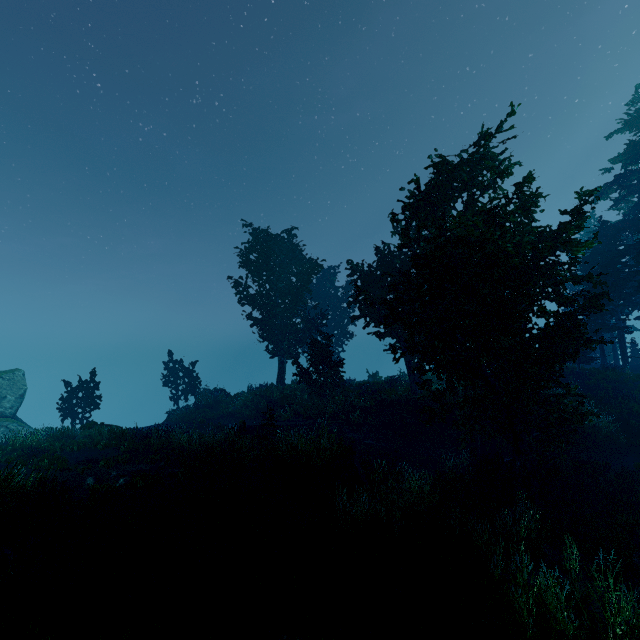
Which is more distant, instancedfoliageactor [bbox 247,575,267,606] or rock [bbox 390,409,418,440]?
rock [bbox 390,409,418,440]

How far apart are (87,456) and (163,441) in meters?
3.4 m

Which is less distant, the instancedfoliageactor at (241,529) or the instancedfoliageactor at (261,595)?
the instancedfoliageactor at (261,595)

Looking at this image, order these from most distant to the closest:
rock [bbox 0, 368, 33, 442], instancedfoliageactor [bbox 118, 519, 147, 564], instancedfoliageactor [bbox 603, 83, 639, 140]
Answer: instancedfoliageactor [bbox 603, 83, 639, 140]
rock [bbox 0, 368, 33, 442]
instancedfoliageactor [bbox 118, 519, 147, 564]

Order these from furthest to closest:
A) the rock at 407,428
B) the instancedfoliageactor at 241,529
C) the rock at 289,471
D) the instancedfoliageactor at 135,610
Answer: the rock at 407,428 → the rock at 289,471 → the instancedfoliageactor at 241,529 → the instancedfoliageactor at 135,610

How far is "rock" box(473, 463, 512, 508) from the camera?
10.65m

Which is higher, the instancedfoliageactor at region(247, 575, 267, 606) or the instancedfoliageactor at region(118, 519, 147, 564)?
the instancedfoliageactor at region(118, 519, 147, 564)

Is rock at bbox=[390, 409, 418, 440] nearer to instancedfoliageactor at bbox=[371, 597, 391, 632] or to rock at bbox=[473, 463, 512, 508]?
instancedfoliageactor at bbox=[371, 597, 391, 632]
